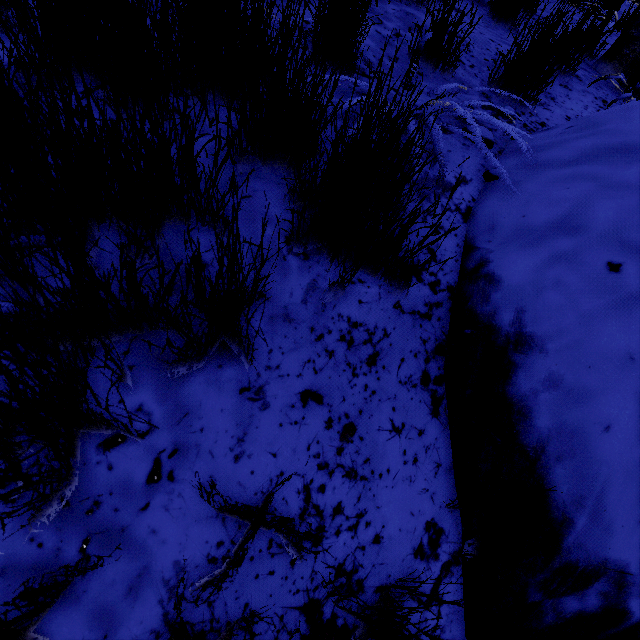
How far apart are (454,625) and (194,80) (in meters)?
2.09

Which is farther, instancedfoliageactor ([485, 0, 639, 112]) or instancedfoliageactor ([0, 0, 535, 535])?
instancedfoliageactor ([485, 0, 639, 112])

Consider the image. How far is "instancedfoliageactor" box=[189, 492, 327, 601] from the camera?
0.70m

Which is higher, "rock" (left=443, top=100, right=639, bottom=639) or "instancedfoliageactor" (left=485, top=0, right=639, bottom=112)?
"instancedfoliageactor" (left=485, top=0, right=639, bottom=112)

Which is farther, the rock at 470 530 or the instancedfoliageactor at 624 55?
the instancedfoliageactor at 624 55

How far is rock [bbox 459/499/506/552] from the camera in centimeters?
105cm

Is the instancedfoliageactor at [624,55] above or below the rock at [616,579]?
above
